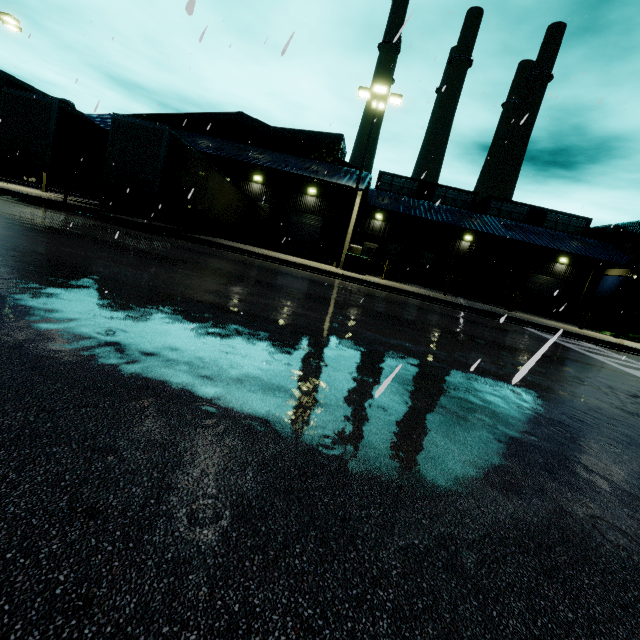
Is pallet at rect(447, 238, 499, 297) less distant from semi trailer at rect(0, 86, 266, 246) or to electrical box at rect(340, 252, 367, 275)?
semi trailer at rect(0, 86, 266, 246)

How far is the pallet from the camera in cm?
2381

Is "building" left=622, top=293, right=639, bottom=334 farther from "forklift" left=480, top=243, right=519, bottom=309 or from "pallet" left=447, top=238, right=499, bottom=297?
"forklift" left=480, top=243, right=519, bottom=309

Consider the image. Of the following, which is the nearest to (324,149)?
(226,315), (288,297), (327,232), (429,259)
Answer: (327,232)

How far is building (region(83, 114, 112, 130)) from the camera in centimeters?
2402cm

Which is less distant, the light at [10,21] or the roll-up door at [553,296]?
the light at [10,21]

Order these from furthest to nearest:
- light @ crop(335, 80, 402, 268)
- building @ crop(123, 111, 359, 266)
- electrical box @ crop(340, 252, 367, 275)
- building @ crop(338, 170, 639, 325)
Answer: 1. building @ crop(338, 170, 639, 325)
2. building @ crop(123, 111, 359, 266)
3. electrical box @ crop(340, 252, 367, 275)
4. light @ crop(335, 80, 402, 268)

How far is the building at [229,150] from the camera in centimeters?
2367cm
